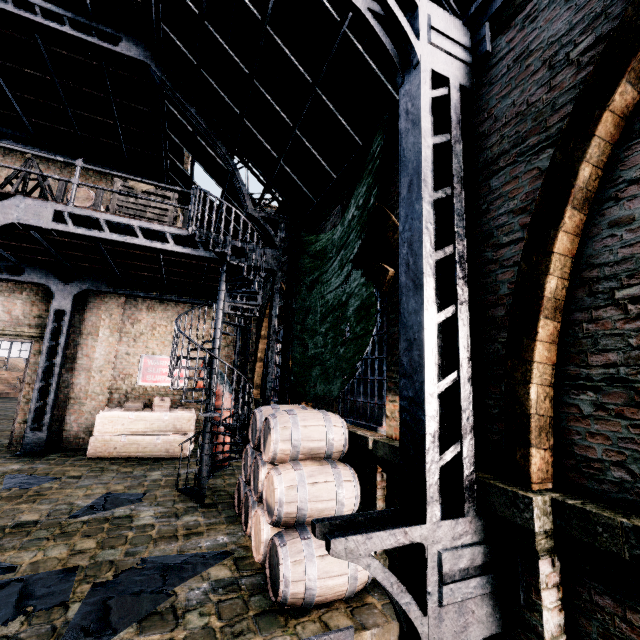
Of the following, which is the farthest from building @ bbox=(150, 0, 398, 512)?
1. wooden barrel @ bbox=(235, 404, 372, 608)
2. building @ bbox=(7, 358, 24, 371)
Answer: building @ bbox=(7, 358, 24, 371)

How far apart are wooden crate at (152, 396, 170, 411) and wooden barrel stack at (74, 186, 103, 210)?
6.7 meters

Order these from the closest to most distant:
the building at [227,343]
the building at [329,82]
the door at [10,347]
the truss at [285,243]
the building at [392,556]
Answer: the building at [392,556] < the building at [329,82] < the truss at [285,243] < the door at [10,347] < the building at [227,343]

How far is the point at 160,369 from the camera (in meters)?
13.56

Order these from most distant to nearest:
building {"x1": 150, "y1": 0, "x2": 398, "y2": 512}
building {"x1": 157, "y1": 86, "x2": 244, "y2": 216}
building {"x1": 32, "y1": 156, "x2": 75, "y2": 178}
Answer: building {"x1": 32, "y1": 156, "x2": 75, "y2": 178} → building {"x1": 157, "y1": 86, "x2": 244, "y2": 216} → building {"x1": 150, "y1": 0, "x2": 398, "y2": 512}

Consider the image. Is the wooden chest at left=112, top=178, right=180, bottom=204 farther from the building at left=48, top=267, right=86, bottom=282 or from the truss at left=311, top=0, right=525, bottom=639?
the truss at left=311, top=0, right=525, bottom=639

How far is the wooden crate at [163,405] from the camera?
11.76m

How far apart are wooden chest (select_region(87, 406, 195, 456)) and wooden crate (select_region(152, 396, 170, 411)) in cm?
2
